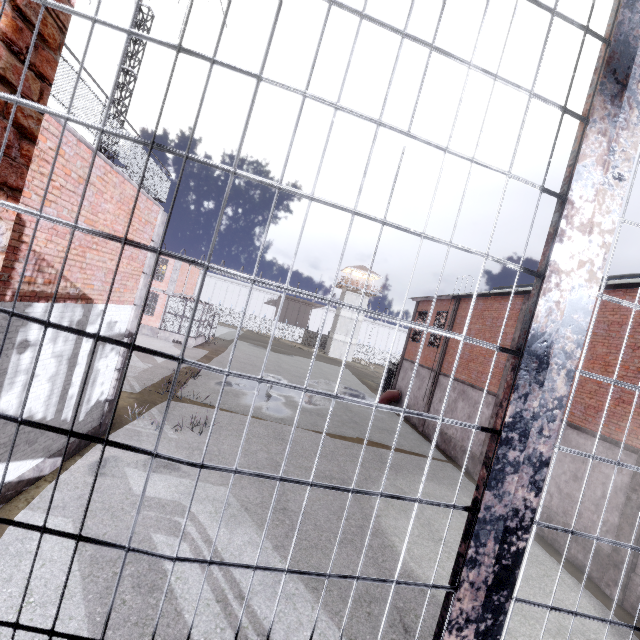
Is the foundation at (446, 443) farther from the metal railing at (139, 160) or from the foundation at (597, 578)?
the metal railing at (139, 160)

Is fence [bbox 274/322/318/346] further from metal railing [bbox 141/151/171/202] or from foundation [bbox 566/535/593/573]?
foundation [bbox 566/535/593/573]

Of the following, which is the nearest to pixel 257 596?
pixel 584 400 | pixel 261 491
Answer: pixel 261 491

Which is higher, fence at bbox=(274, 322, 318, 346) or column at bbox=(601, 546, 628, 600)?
fence at bbox=(274, 322, 318, 346)

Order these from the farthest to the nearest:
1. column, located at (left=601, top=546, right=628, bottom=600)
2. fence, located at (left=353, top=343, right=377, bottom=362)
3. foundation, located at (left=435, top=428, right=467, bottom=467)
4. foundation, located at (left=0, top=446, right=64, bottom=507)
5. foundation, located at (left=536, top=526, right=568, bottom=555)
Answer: fence, located at (left=353, top=343, right=377, bottom=362)
foundation, located at (left=435, top=428, right=467, bottom=467)
foundation, located at (left=536, top=526, right=568, bottom=555)
column, located at (left=601, top=546, right=628, bottom=600)
foundation, located at (left=0, top=446, right=64, bottom=507)

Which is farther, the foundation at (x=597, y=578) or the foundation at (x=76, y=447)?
the foundation at (x=597, y=578)

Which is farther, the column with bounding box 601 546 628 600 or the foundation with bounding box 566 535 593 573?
the foundation with bounding box 566 535 593 573

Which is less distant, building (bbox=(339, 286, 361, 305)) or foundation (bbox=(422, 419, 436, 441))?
foundation (bbox=(422, 419, 436, 441))
